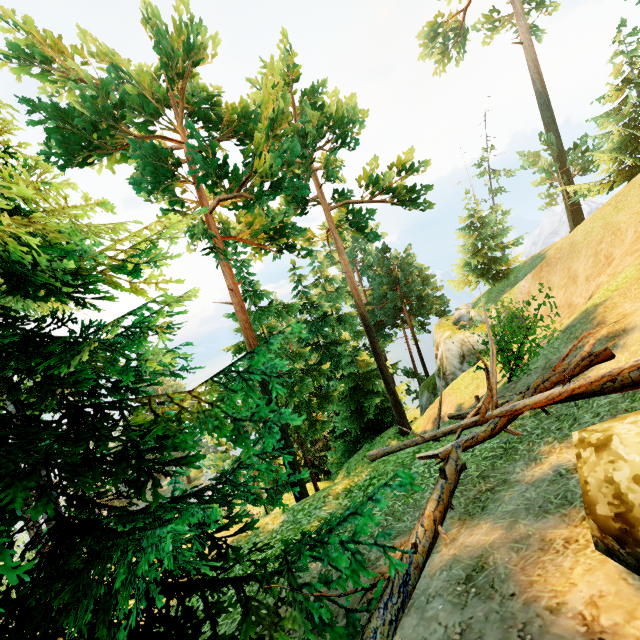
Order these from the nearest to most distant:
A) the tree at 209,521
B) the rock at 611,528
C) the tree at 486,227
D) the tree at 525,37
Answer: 1. the rock at 611,528
2. the tree at 209,521
3. the tree at 525,37
4. the tree at 486,227

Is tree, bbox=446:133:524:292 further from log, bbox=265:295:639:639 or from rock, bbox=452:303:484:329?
rock, bbox=452:303:484:329

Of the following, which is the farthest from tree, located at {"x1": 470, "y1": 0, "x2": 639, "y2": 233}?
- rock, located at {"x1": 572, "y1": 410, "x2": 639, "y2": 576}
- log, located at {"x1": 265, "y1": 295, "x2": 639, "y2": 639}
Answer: rock, located at {"x1": 572, "y1": 410, "x2": 639, "y2": 576}

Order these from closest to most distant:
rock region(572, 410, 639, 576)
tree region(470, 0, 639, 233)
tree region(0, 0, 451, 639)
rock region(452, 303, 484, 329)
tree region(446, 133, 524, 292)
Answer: rock region(572, 410, 639, 576) → tree region(0, 0, 451, 639) → tree region(470, 0, 639, 233) → rock region(452, 303, 484, 329) → tree region(446, 133, 524, 292)

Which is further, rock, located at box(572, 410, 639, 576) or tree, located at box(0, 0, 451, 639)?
tree, located at box(0, 0, 451, 639)

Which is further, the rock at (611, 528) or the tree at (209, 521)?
the tree at (209, 521)

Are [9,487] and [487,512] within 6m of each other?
yes
